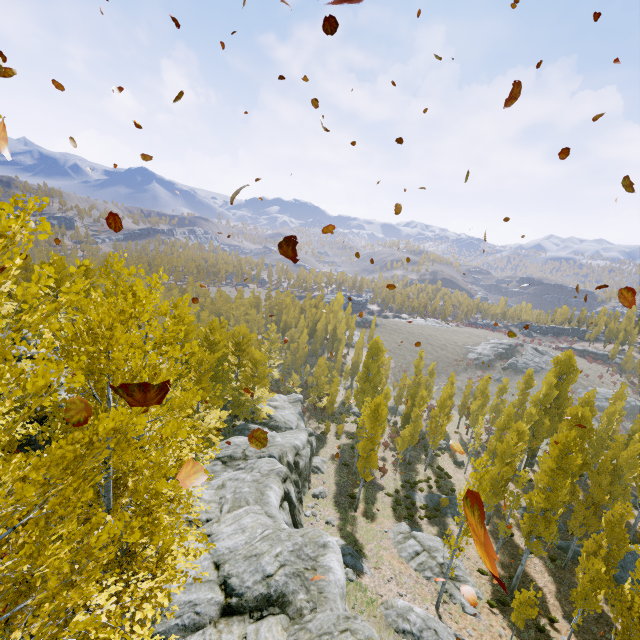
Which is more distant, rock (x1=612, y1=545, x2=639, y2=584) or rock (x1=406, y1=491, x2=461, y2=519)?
rock (x1=406, y1=491, x2=461, y2=519)

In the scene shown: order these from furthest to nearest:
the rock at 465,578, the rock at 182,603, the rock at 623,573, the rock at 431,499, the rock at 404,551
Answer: the rock at 431,499 < the rock at 623,573 < the rock at 404,551 < the rock at 465,578 < the rock at 182,603

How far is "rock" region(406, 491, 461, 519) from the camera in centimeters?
3038cm

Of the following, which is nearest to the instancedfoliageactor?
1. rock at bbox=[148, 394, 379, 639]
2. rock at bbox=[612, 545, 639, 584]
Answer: rock at bbox=[148, 394, 379, 639]

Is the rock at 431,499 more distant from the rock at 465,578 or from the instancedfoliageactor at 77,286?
the rock at 465,578

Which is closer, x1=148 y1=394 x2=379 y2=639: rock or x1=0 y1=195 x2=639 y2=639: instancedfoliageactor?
x1=0 y1=195 x2=639 y2=639: instancedfoliageactor

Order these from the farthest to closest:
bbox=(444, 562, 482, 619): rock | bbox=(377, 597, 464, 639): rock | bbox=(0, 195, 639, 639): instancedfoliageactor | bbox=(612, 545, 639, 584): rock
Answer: bbox=(612, 545, 639, 584): rock < bbox=(444, 562, 482, 619): rock < bbox=(377, 597, 464, 639): rock < bbox=(0, 195, 639, 639): instancedfoliageactor

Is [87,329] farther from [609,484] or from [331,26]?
[609,484]
